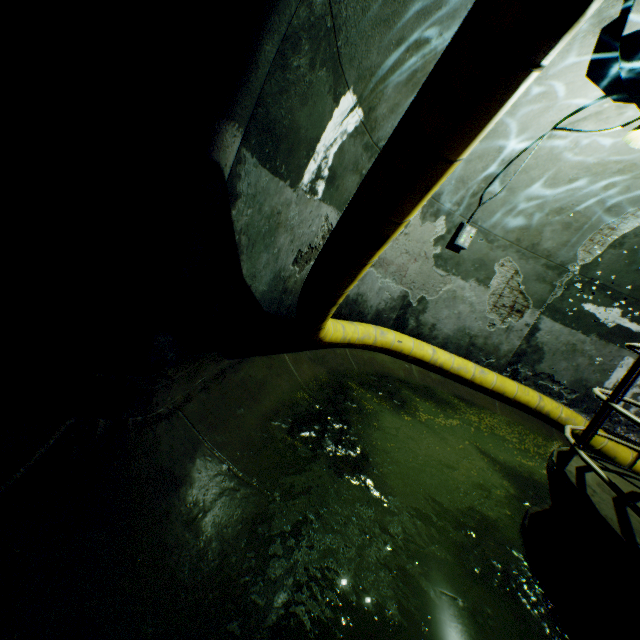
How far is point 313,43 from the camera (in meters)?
Result: 2.02

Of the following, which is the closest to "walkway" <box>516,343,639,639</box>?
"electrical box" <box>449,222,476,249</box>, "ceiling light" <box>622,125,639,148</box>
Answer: "ceiling light" <box>622,125,639,148</box>

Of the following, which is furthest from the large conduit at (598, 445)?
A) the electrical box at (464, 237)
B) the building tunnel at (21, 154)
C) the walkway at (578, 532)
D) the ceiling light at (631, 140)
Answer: the ceiling light at (631, 140)

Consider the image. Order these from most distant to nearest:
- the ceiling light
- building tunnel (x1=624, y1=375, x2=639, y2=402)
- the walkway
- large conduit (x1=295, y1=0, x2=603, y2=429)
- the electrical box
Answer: building tunnel (x1=624, y1=375, x2=639, y2=402), the electrical box, the ceiling light, the walkway, large conduit (x1=295, y1=0, x2=603, y2=429)

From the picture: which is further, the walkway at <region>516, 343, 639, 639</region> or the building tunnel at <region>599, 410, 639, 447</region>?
the building tunnel at <region>599, 410, 639, 447</region>

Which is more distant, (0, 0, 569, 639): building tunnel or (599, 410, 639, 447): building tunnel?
(599, 410, 639, 447): building tunnel

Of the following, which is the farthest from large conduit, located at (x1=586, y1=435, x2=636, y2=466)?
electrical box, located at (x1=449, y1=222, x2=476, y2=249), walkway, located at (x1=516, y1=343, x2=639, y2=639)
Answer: electrical box, located at (x1=449, y1=222, x2=476, y2=249)
